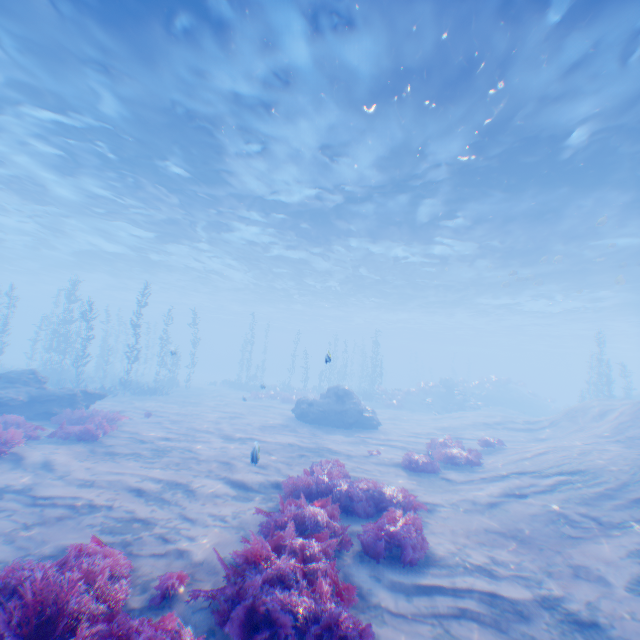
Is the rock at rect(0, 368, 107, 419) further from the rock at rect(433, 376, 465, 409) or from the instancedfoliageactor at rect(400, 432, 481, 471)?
the rock at rect(433, 376, 465, 409)

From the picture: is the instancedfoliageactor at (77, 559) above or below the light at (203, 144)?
below

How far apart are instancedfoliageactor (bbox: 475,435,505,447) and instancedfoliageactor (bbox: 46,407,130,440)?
14.81m

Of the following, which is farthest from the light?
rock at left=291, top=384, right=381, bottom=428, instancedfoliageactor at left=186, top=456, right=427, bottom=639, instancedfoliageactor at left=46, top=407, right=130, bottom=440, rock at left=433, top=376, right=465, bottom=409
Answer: instancedfoliageactor at left=46, top=407, right=130, bottom=440

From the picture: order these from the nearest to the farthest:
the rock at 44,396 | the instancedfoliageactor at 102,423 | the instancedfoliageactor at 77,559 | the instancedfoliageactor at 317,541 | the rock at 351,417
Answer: the instancedfoliageactor at 77,559, the instancedfoliageactor at 317,541, the instancedfoliageactor at 102,423, the rock at 44,396, the rock at 351,417

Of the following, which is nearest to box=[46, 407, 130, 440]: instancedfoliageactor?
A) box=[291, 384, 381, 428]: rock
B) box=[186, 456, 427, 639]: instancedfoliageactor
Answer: box=[186, 456, 427, 639]: instancedfoliageactor

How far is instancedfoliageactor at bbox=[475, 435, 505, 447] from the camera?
14.1m

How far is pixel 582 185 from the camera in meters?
14.9 m
